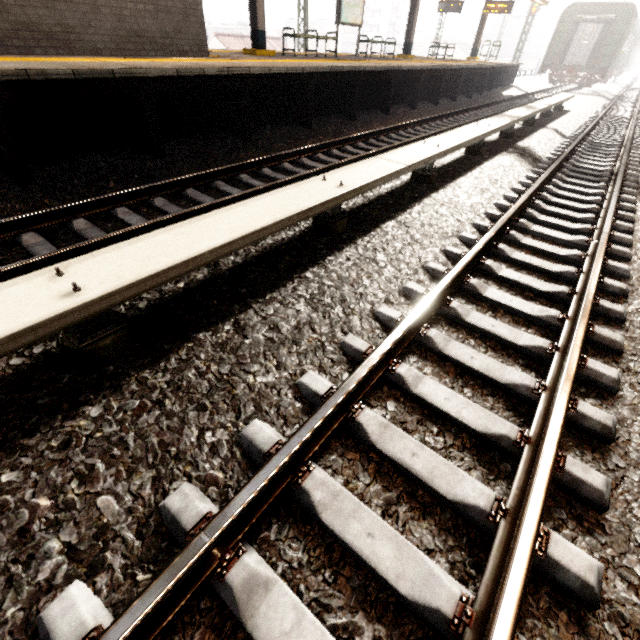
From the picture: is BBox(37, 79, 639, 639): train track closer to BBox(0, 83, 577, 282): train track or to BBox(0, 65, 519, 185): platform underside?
BBox(0, 83, 577, 282): train track

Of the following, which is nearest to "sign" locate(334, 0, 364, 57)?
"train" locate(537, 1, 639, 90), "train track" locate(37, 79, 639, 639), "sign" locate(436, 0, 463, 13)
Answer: "train track" locate(37, 79, 639, 639)

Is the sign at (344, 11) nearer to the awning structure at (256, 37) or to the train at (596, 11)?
the awning structure at (256, 37)

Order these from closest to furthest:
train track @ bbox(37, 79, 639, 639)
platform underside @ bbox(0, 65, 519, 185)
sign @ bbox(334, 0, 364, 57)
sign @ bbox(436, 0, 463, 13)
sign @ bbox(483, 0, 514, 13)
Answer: train track @ bbox(37, 79, 639, 639)
platform underside @ bbox(0, 65, 519, 185)
sign @ bbox(334, 0, 364, 57)
sign @ bbox(483, 0, 514, 13)
sign @ bbox(436, 0, 463, 13)

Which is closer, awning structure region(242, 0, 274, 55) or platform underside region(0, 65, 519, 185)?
platform underside region(0, 65, 519, 185)

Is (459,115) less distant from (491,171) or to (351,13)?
(351,13)

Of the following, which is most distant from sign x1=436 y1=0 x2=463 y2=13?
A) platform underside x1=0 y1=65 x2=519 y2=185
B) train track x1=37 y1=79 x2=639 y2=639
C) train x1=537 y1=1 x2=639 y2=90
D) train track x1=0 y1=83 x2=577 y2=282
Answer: train track x1=37 y1=79 x2=639 y2=639

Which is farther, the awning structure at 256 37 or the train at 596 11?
the train at 596 11
